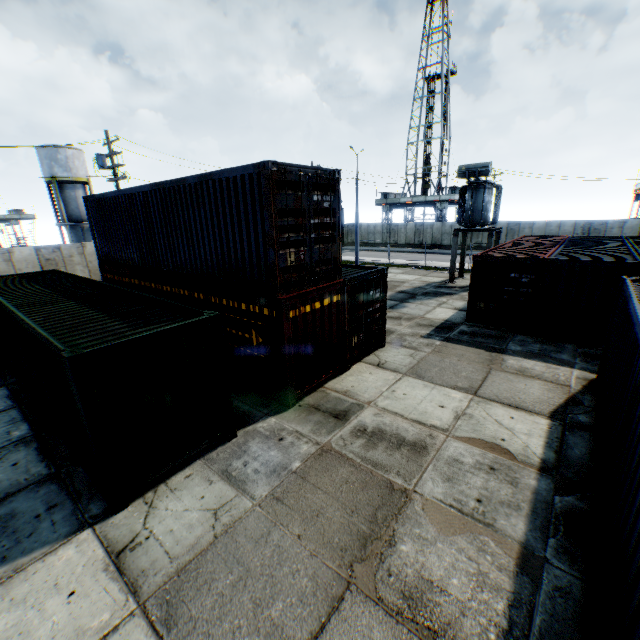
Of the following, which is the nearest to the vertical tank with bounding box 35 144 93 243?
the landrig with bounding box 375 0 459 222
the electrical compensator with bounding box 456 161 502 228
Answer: the electrical compensator with bounding box 456 161 502 228

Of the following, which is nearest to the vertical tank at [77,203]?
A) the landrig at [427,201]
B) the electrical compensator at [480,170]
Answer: the electrical compensator at [480,170]

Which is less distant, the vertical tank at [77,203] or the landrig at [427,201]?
the vertical tank at [77,203]

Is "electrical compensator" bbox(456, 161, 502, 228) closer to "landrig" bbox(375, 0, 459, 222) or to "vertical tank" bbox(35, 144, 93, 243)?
"landrig" bbox(375, 0, 459, 222)

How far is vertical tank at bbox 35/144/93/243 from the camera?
33.1m

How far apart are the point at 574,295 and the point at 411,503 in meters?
10.8 m
